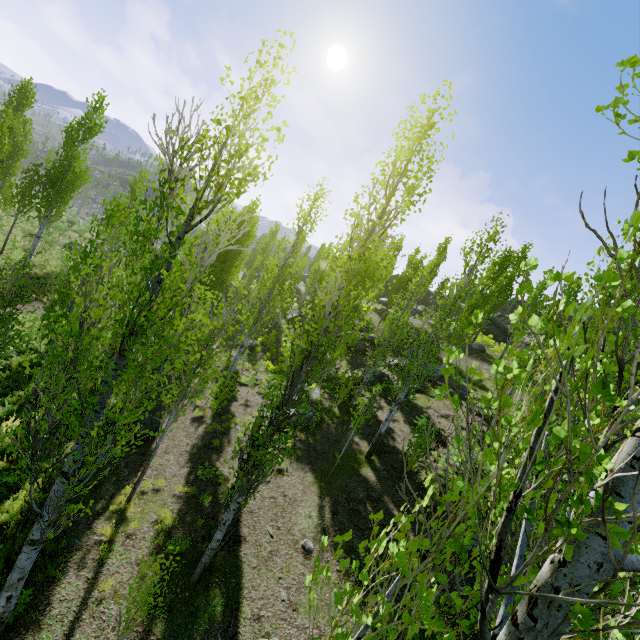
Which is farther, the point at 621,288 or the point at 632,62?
the point at 632,62

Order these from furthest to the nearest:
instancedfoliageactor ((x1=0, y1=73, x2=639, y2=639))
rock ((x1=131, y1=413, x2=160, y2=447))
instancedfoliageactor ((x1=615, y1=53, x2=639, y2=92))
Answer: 1. rock ((x1=131, y1=413, x2=160, y2=447))
2. instancedfoliageactor ((x1=615, y1=53, x2=639, y2=92))
3. instancedfoliageactor ((x1=0, y1=73, x2=639, y2=639))

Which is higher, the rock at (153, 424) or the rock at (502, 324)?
the rock at (502, 324)

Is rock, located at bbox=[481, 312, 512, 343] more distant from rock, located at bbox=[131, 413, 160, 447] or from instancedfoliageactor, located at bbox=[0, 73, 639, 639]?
rock, located at bbox=[131, 413, 160, 447]

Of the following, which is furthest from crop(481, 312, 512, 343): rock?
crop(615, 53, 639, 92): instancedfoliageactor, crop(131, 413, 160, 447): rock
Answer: crop(131, 413, 160, 447): rock

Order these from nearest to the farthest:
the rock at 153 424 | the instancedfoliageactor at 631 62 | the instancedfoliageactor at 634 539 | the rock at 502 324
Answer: the instancedfoliageactor at 634 539 < the instancedfoliageactor at 631 62 < the rock at 153 424 < the rock at 502 324

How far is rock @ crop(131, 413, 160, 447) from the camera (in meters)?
11.48
